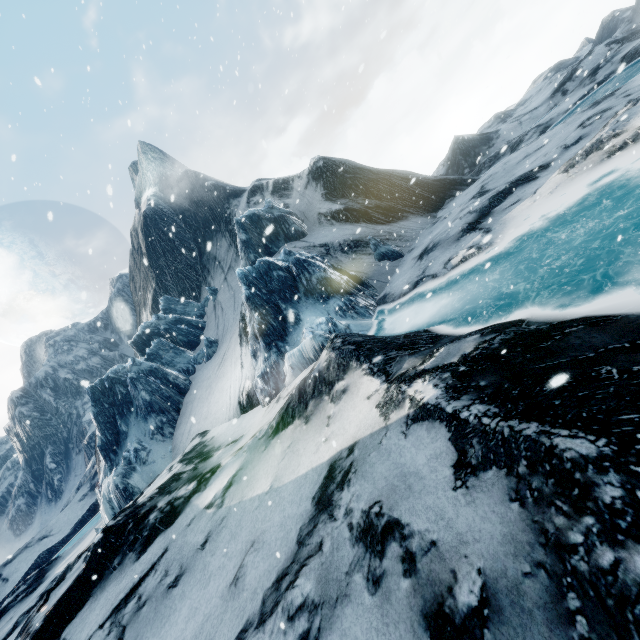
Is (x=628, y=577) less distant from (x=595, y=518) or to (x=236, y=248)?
(x=595, y=518)
